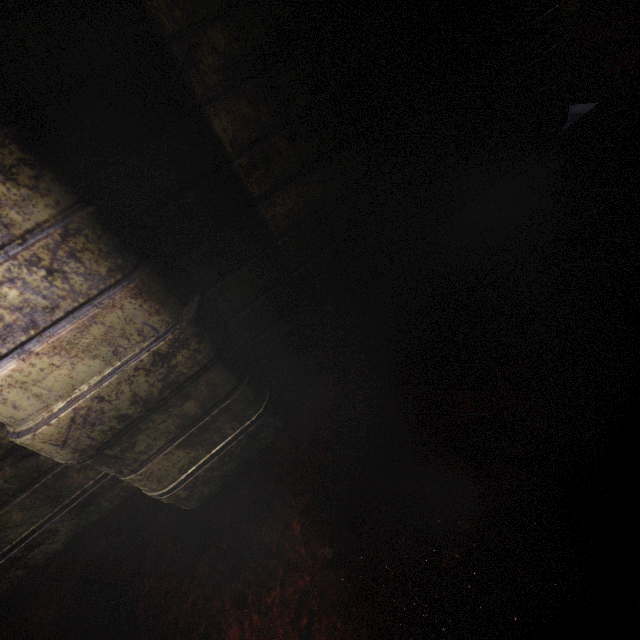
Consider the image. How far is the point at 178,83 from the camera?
1.1 meters
